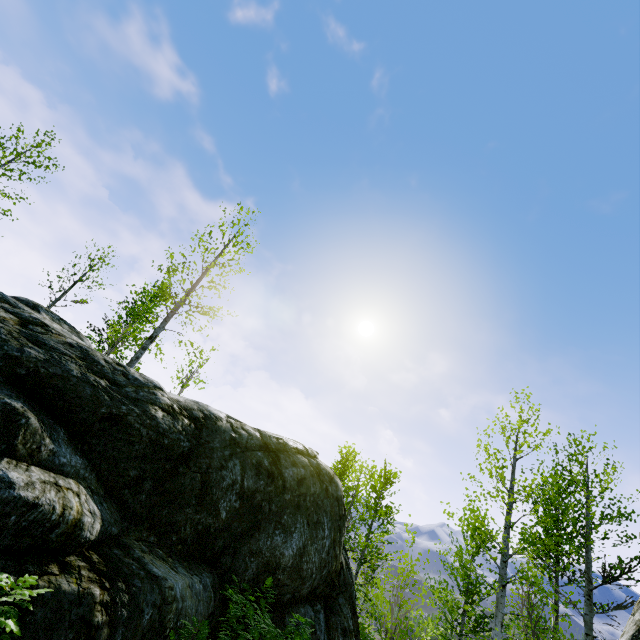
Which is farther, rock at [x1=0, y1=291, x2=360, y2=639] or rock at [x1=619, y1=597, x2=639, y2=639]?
rock at [x1=0, y1=291, x2=360, y2=639]

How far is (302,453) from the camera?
9.66m

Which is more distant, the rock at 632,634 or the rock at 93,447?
the rock at 93,447
